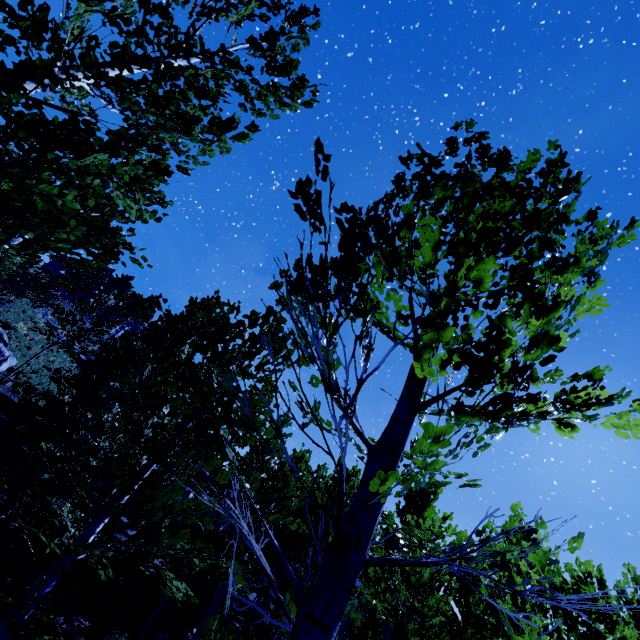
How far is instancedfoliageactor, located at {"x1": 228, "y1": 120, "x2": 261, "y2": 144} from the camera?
3.7m

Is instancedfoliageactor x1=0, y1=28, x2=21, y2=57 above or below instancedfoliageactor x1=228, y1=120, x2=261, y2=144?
below

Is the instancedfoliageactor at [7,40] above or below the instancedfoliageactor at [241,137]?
below

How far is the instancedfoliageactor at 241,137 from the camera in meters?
3.7

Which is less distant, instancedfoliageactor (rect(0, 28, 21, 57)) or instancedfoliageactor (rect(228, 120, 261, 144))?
instancedfoliageactor (rect(0, 28, 21, 57))

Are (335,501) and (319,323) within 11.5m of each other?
no
